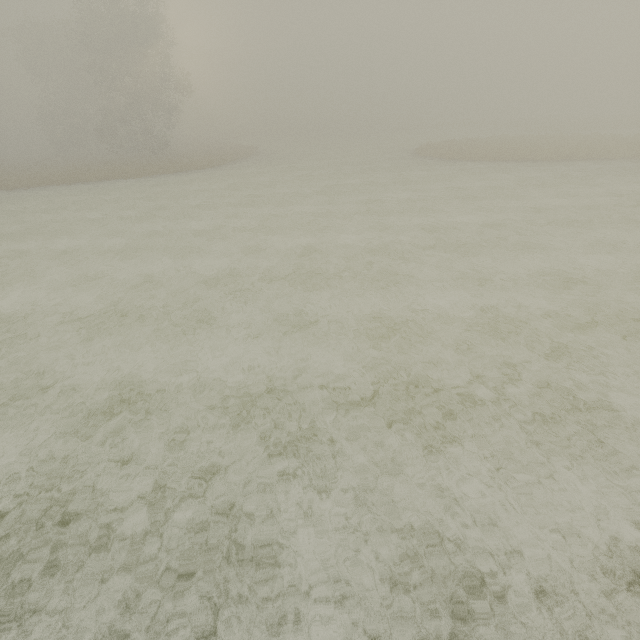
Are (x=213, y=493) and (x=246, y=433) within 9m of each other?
yes
